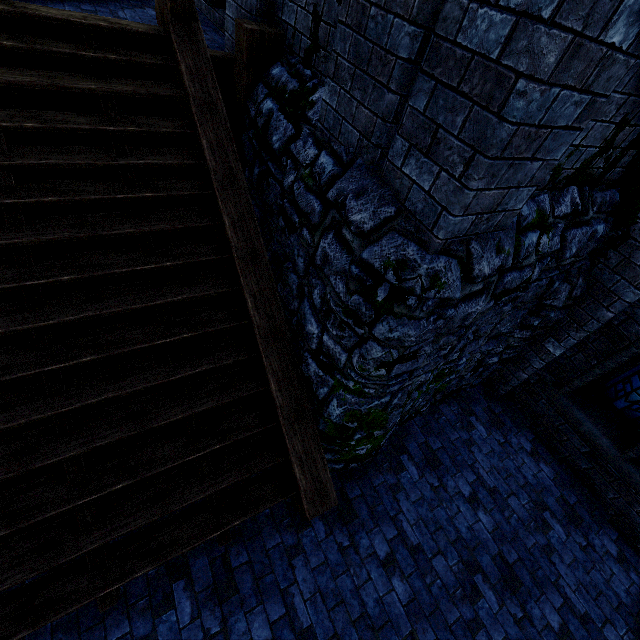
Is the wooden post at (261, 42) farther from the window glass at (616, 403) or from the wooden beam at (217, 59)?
the window glass at (616, 403)

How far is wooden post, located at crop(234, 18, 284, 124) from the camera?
3.7 meters

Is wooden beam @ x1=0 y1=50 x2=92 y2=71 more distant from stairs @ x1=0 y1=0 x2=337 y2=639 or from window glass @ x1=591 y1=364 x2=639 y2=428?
window glass @ x1=591 y1=364 x2=639 y2=428

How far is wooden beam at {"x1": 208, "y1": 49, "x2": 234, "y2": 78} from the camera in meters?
4.3

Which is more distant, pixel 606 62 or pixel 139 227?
pixel 139 227

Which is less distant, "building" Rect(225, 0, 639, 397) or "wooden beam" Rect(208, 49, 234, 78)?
"building" Rect(225, 0, 639, 397)

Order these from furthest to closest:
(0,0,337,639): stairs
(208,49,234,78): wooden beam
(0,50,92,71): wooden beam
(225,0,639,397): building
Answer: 1. (208,49,234,78): wooden beam
2. (0,50,92,71): wooden beam
3. (0,0,337,639): stairs
4. (225,0,639,397): building

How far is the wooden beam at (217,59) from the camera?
4.3m
